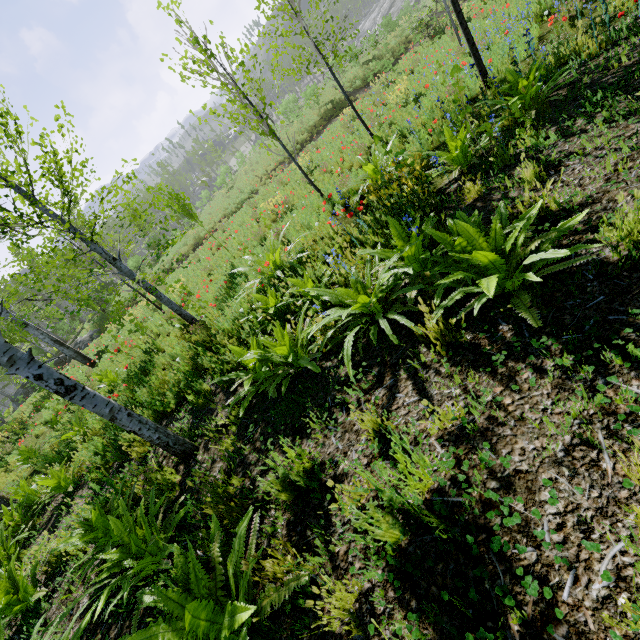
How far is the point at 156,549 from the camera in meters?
2.9 m

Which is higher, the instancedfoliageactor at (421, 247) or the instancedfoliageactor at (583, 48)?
the instancedfoliageactor at (421, 247)

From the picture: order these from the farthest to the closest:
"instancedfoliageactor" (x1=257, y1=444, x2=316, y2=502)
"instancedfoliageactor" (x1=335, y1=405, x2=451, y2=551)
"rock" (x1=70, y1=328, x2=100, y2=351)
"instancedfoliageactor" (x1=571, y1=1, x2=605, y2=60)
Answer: "rock" (x1=70, y1=328, x2=100, y2=351) → "instancedfoliageactor" (x1=571, y1=1, x2=605, y2=60) → "instancedfoliageactor" (x1=257, y1=444, x2=316, y2=502) → "instancedfoliageactor" (x1=335, y1=405, x2=451, y2=551)

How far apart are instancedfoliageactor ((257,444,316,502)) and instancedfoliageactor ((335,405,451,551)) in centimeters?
48cm

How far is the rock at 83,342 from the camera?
22.2m

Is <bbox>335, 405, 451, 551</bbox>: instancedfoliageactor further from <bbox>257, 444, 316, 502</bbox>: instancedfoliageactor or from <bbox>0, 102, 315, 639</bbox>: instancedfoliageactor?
<bbox>0, 102, 315, 639</bbox>: instancedfoliageactor

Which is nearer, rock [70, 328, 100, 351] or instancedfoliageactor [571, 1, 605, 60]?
instancedfoliageactor [571, 1, 605, 60]

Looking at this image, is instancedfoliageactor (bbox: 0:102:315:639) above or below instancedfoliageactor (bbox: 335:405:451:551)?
above
